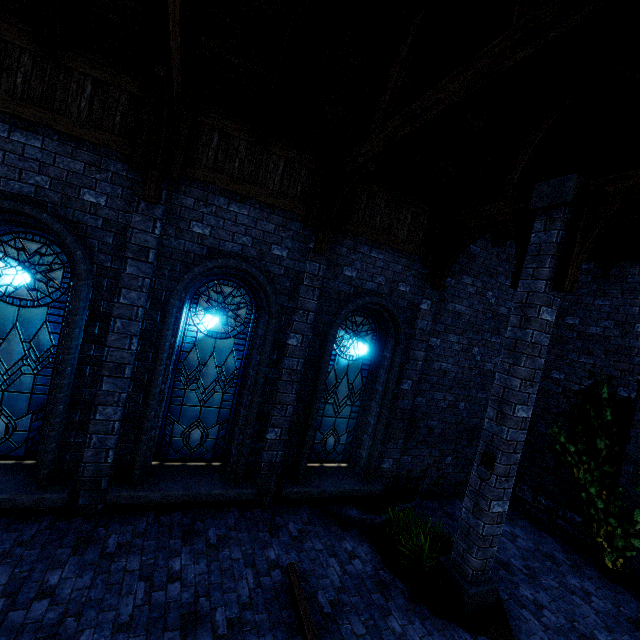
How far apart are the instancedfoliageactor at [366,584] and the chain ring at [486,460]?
2.1m

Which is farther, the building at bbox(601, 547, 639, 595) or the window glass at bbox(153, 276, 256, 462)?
the building at bbox(601, 547, 639, 595)

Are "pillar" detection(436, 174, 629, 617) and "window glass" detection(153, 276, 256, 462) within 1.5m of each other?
no

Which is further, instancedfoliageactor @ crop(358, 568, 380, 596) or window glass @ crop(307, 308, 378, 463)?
window glass @ crop(307, 308, 378, 463)

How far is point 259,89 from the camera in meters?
5.3 m

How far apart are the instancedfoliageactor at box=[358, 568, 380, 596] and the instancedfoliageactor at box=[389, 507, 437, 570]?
0.5m

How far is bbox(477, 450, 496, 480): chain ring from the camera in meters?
5.1 m

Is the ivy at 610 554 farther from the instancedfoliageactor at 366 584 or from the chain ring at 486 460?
the instancedfoliageactor at 366 584
